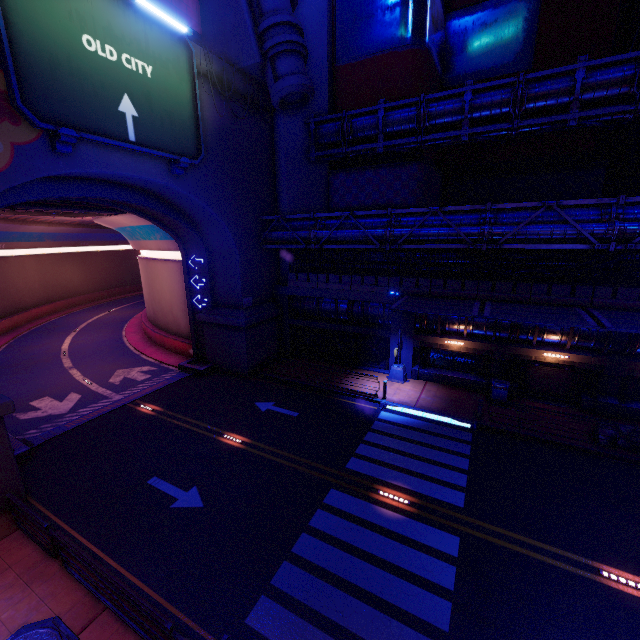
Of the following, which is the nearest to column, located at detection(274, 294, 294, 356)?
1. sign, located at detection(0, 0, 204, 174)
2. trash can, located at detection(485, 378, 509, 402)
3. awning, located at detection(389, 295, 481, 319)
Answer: awning, located at detection(389, 295, 481, 319)

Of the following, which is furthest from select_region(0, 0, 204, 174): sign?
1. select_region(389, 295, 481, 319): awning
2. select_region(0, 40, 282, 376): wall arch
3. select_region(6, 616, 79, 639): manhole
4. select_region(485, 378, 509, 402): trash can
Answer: select_region(485, 378, 509, 402): trash can

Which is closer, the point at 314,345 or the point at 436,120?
the point at 436,120

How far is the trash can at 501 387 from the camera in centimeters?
1773cm

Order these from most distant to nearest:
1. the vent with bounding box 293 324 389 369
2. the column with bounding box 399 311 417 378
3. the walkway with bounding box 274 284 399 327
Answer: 1. the vent with bounding box 293 324 389 369
2. the walkway with bounding box 274 284 399 327
3. the column with bounding box 399 311 417 378

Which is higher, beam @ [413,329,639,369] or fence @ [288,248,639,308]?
fence @ [288,248,639,308]

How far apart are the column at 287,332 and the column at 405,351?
7.89m

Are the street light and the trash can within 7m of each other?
yes
